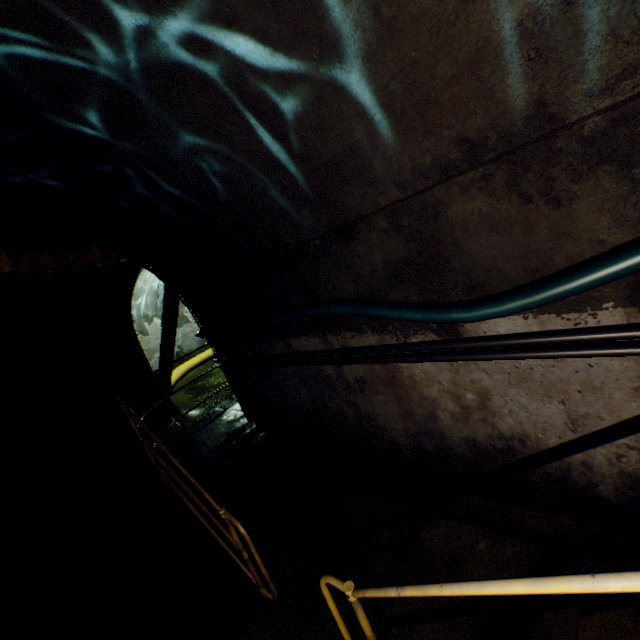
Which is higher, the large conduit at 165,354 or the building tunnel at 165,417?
the large conduit at 165,354

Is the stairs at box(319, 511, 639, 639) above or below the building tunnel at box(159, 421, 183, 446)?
above

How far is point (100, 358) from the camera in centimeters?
785cm

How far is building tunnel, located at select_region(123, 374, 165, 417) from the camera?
8.3m

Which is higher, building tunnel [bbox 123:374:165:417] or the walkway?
building tunnel [bbox 123:374:165:417]

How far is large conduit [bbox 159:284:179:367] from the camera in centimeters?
887cm

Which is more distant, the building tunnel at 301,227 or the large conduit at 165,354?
the large conduit at 165,354

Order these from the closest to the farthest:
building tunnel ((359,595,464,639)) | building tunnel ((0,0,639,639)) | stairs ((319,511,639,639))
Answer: stairs ((319,511,639,639))
building tunnel ((0,0,639,639))
building tunnel ((359,595,464,639))
